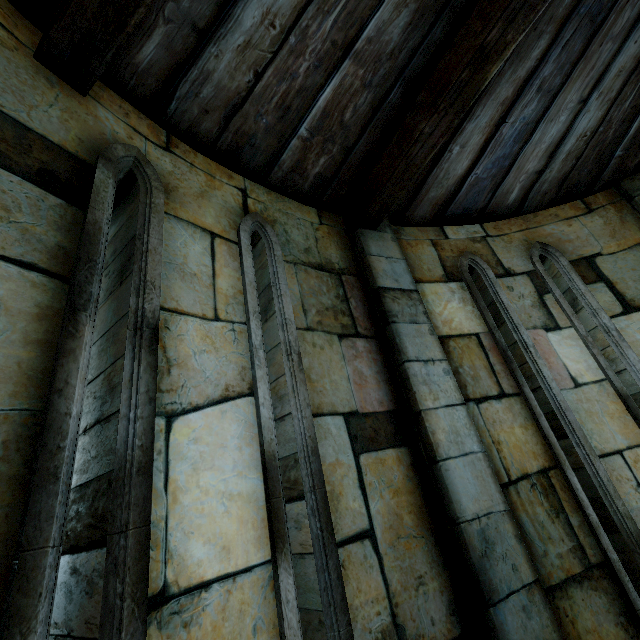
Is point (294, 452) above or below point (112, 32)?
below
